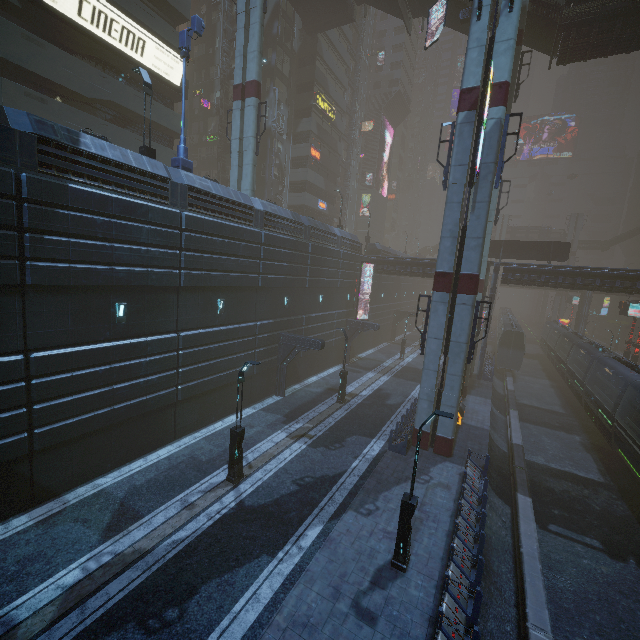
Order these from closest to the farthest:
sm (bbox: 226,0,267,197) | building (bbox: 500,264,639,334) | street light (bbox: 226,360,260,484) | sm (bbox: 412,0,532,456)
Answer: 1. street light (bbox: 226,360,260,484)
2. sm (bbox: 412,0,532,456)
3. sm (bbox: 226,0,267,197)
4. building (bbox: 500,264,639,334)

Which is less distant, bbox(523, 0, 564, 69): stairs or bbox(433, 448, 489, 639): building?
bbox(433, 448, 489, 639): building

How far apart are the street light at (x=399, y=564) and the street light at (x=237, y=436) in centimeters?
668cm

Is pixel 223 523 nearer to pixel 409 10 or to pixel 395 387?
pixel 395 387

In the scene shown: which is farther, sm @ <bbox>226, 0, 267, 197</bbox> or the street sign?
sm @ <bbox>226, 0, 267, 197</bbox>

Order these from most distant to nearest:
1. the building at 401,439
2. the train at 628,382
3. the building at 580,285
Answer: the building at 580,285 < the train at 628,382 < the building at 401,439

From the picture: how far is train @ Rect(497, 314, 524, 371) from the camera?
37.75m

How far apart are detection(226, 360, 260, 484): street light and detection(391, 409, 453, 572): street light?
6.7m
